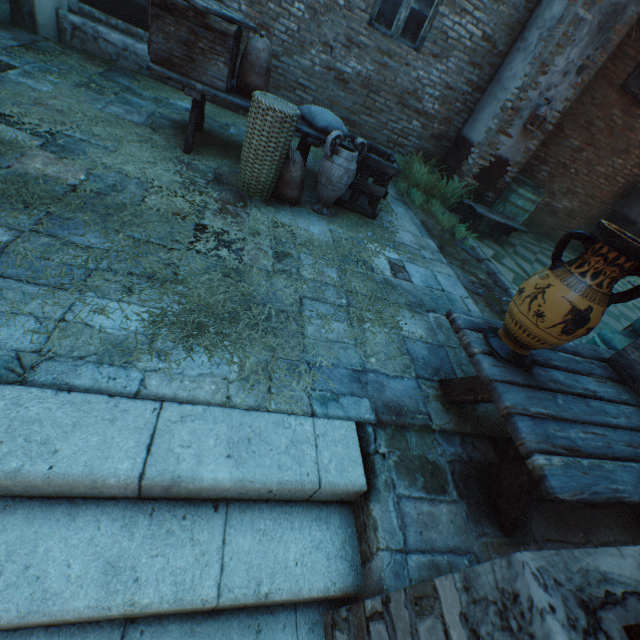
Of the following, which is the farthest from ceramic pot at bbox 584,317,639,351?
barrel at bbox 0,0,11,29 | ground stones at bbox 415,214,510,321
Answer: barrel at bbox 0,0,11,29

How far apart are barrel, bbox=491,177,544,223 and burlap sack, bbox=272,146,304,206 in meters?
4.6

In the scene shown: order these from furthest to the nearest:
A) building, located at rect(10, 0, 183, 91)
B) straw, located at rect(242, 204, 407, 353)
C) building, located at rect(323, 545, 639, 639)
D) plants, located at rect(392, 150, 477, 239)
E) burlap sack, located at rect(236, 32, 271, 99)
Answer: plants, located at rect(392, 150, 477, 239) → building, located at rect(10, 0, 183, 91) → burlap sack, located at rect(236, 32, 271, 99) → straw, located at rect(242, 204, 407, 353) → building, located at rect(323, 545, 639, 639)

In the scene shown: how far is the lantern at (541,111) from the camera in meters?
5.2 m

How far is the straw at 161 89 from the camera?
4.9m

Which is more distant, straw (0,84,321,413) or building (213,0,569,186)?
building (213,0,569,186)

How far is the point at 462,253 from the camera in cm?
516

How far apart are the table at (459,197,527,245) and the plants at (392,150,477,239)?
0.1 meters
